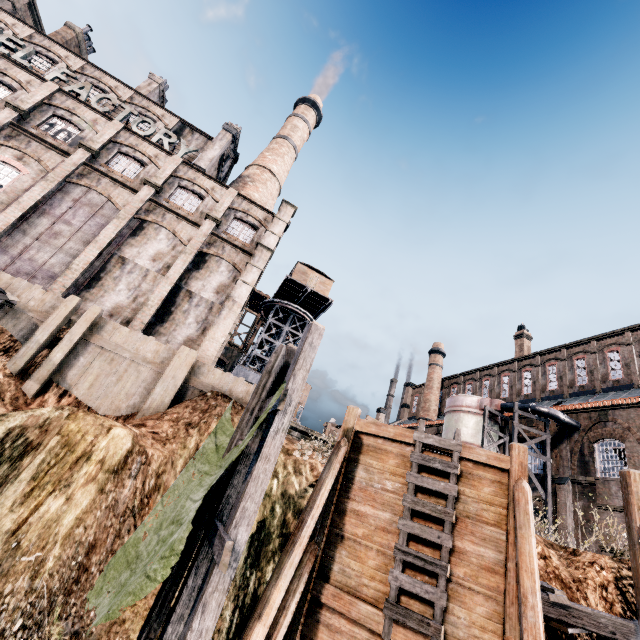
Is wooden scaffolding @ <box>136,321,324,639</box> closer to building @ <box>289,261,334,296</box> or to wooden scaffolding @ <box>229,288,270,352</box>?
building @ <box>289,261,334,296</box>

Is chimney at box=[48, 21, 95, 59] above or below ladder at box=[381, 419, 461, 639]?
above

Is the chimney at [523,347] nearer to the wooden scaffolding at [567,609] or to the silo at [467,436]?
the silo at [467,436]

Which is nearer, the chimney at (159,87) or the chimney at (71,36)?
the chimney at (71,36)

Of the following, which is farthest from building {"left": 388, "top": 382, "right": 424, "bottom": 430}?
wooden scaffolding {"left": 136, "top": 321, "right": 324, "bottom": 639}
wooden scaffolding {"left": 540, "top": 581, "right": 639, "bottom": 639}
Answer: wooden scaffolding {"left": 540, "top": 581, "right": 639, "bottom": 639}

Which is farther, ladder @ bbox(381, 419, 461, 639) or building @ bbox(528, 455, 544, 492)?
building @ bbox(528, 455, 544, 492)

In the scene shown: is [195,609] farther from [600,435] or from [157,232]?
[600,435]

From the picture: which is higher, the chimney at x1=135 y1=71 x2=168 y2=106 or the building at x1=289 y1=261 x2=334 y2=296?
the chimney at x1=135 y1=71 x2=168 y2=106
